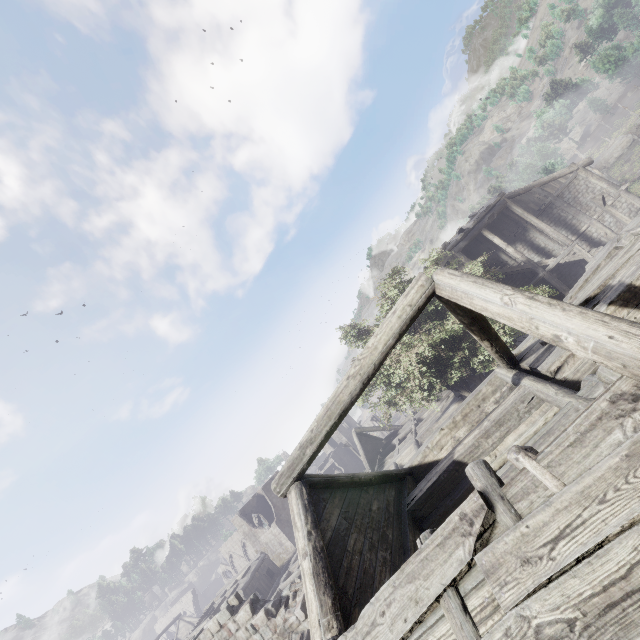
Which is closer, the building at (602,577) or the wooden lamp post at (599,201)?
the building at (602,577)

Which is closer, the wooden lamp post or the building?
the building

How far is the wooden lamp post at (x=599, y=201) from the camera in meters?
18.0 m

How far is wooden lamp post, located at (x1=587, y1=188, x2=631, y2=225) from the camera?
18.0m

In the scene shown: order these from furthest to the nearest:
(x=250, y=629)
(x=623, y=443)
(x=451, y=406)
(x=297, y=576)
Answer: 1. (x=297, y=576)
2. (x=451, y=406)
3. (x=250, y=629)
4. (x=623, y=443)
